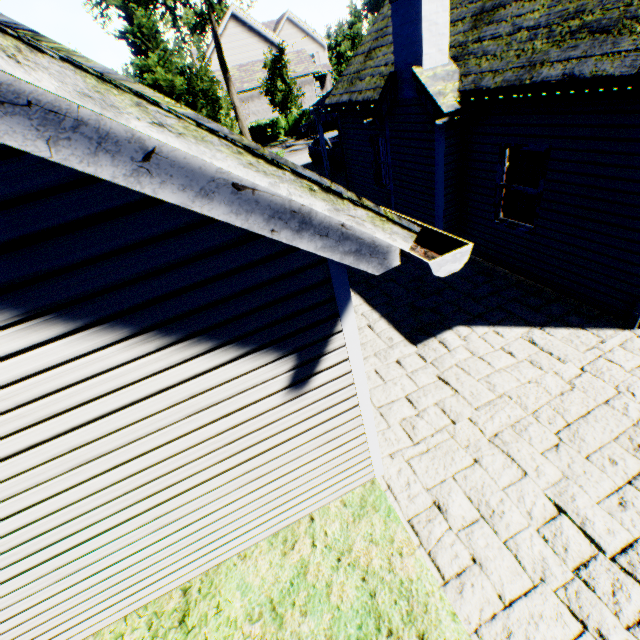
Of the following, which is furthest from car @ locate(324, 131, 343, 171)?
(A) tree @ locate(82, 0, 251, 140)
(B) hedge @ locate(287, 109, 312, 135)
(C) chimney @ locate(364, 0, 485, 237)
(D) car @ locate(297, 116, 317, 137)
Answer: (B) hedge @ locate(287, 109, 312, 135)

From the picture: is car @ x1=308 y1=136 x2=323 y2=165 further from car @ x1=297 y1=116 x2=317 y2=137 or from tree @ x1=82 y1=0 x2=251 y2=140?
car @ x1=297 y1=116 x2=317 y2=137

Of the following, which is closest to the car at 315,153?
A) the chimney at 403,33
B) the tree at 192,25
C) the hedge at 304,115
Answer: the tree at 192,25

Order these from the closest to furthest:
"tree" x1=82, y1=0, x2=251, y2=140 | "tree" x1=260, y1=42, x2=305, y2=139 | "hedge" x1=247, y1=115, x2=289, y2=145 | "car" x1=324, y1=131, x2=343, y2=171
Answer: "tree" x1=82, y1=0, x2=251, y2=140, "car" x1=324, y1=131, x2=343, y2=171, "tree" x1=260, y1=42, x2=305, y2=139, "hedge" x1=247, y1=115, x2=289, y2=145

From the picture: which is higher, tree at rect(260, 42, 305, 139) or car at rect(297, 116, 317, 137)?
tree at rect(260, 42, 305, 139)

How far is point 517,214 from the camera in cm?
673

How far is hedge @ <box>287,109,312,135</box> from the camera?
33.4 meters

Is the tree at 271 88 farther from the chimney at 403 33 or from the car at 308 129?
the chimney at 403 33
